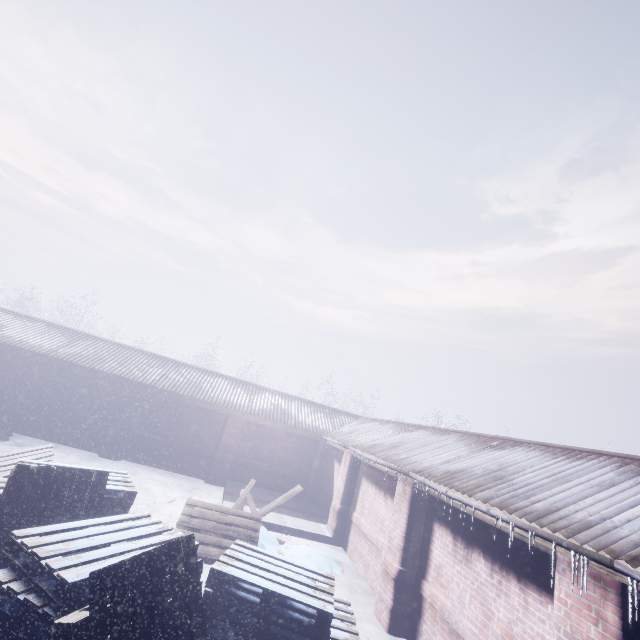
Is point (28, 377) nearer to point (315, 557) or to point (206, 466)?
point (206, 466)
